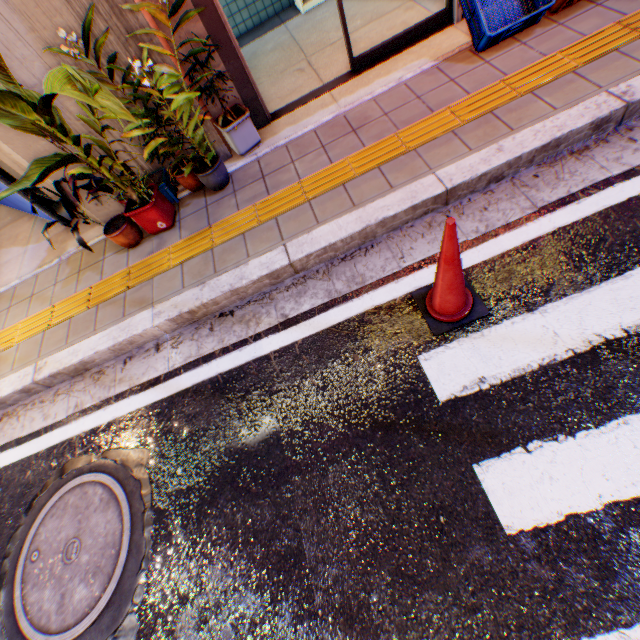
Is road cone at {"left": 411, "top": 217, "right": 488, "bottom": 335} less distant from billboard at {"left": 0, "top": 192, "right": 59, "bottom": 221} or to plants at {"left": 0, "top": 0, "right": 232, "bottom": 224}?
plants at {"left": 0, "top": 0, "right": 232, "bottom": 224}

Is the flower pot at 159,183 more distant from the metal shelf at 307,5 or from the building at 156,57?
the metal shelf at 307,5

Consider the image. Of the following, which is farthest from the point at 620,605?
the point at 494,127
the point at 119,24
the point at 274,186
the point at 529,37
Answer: the point at 119,24

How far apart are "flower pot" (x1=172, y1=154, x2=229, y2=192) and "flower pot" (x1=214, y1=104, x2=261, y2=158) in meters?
0.2 m

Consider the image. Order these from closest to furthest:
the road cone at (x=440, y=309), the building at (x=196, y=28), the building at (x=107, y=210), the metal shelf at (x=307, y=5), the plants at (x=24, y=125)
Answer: the road cone at (x=440, y=309) < the plants at (x=24, y=125) < the building at (x=196, y=28) < the building at (x=107, y=210) < the metal shelf at (x=307, y=5)

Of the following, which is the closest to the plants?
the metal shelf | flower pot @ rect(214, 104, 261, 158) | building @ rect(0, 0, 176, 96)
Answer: building @ rect(0, 0, 176, 96)

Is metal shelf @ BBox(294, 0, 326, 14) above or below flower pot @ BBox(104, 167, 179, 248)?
below

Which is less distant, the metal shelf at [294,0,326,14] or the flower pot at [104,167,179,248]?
the flower pot at [104,167,179,248]
